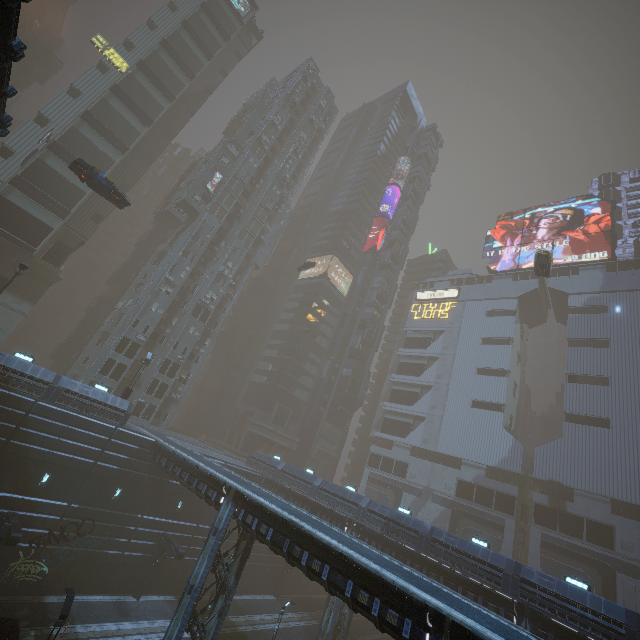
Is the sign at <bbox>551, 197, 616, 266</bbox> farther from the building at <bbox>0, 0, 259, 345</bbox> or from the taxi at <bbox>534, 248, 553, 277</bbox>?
the taxi at <bbox>534, 248, 553, 277</bbox>

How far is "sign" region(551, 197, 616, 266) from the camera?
54.2m

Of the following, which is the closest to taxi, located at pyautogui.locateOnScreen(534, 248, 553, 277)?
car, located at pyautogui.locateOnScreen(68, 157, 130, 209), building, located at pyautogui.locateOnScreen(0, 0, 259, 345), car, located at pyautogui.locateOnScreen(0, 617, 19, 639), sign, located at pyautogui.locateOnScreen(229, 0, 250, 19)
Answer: building, located at pyautogui.locateOnScreen(0, 0, 259, 345)

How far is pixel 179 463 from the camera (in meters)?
25.23

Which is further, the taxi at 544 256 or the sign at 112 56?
the sign at 112 56

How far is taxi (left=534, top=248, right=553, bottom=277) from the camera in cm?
3506

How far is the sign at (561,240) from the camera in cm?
5422

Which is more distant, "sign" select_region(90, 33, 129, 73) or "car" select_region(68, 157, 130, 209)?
"sign" select_region(90, 33, 129, 73)
